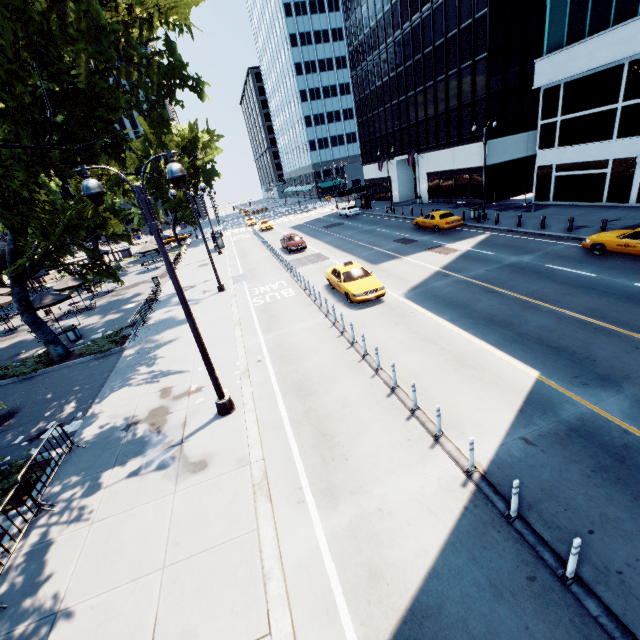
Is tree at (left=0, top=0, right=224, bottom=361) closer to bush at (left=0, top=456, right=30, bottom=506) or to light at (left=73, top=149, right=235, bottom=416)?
bush at (left=0, top=456, right=30, bottom=506)

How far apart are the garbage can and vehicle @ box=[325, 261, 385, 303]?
15.68m

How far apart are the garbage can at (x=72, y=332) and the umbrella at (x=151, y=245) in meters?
18.8 m

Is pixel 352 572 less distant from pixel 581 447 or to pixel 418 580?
pixel 418 580

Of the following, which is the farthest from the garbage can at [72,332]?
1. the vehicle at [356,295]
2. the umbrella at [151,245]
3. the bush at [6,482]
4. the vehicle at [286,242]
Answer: the umbrella at [151,245]

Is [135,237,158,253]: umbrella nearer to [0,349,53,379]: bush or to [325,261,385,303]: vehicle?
[0,349,53,379]: bush

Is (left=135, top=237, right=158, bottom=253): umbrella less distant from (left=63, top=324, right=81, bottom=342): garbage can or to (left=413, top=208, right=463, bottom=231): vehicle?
(left=63, top=324, right=81, bottom=342): garbage can

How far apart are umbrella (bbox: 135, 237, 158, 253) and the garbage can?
18.82m
